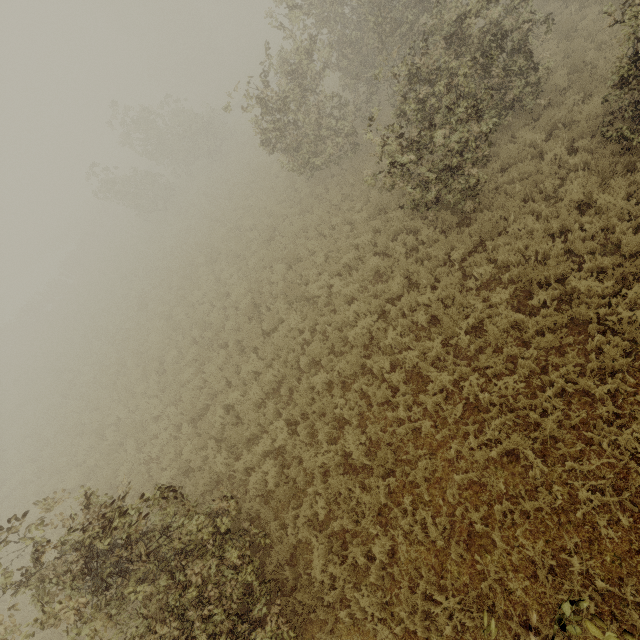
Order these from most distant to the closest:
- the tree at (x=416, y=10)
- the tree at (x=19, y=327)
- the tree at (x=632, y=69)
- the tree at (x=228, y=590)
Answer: the tree at (x=19, y=327) < the tree at (x=416, y=10) < the tree at (x=632, y=69) < the tree at (x=228, y=590)

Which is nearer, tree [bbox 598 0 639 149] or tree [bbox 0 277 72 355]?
tree [bbox 598 0 639 149]

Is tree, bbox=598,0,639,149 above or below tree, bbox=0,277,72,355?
above

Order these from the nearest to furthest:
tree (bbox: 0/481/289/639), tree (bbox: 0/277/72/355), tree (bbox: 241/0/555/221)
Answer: tree (bbox: 0/481/289/639)
tree (bbox: 241/0/555/221)
tree (bbox: 0/277/72/355)

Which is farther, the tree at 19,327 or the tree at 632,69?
the tree at 19,327

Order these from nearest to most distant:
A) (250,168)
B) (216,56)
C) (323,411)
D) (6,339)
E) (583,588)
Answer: (583,588) < (323,411) < (250,168) < (6,339) < (216,56)
